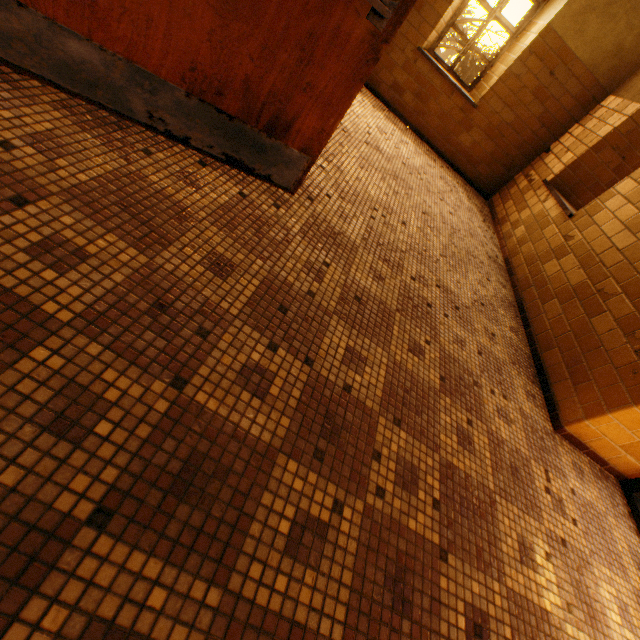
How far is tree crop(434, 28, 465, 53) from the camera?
9.3m

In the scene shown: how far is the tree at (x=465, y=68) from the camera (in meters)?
18.61

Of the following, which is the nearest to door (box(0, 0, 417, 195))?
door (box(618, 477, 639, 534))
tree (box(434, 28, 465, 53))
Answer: door (box(618, 477, 639, 534))

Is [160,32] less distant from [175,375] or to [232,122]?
[232,122]

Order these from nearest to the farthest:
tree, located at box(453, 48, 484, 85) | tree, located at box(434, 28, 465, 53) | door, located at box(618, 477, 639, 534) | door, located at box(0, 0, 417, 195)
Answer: door, located at box(0, 0, 417, 195) → door, located at box(618, 477, 639, 534) → tree, located at box(434, 28, 465, 53) → tree, located at box(453, 48, 484, 85)

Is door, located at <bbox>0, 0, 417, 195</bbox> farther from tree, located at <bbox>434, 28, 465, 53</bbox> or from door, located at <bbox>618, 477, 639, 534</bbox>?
tree, located at <bbox>434, 28, 465, 53</bbox>
